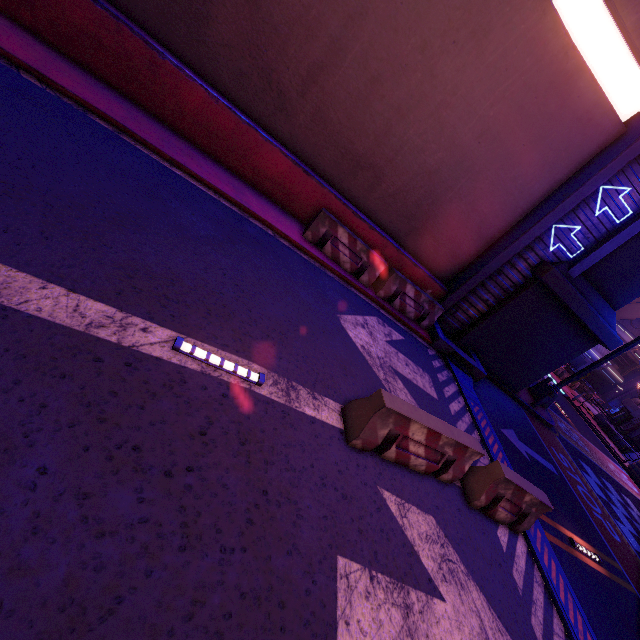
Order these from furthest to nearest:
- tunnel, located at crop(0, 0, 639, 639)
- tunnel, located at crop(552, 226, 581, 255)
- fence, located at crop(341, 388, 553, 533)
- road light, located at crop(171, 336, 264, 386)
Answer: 1. tunnel, located at crop(552, 226, 581, 255)
2. fence, located at crop(341, 388, 553, 533)
3. road light, located at crop(171, 336, 264, 386)
4. tunnel, located at crop(0, 0, 639, 639)

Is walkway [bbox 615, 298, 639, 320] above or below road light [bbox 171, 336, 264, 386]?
above

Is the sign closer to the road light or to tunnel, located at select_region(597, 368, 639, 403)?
the road light

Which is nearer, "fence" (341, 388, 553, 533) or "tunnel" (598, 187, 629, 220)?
"fence" (341, 388, 553, 533)

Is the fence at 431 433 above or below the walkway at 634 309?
below

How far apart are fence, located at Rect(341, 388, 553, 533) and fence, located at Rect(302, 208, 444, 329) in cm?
496

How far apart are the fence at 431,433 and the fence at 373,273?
4.96m

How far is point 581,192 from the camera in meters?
9.1 m
